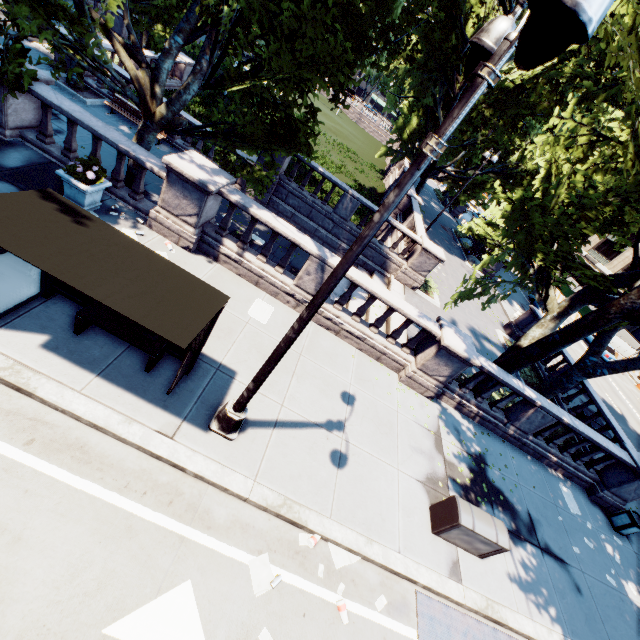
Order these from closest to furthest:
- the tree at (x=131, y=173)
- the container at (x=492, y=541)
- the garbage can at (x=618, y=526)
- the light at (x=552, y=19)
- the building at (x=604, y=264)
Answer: the light at (x=552, y=19)
the container at (x=492, y=541)
the tree at (x=131, y=173)
the garbage can at (x=618, y=526)
the building at (x=604, y=264)

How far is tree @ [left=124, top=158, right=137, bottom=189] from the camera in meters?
10.0 m

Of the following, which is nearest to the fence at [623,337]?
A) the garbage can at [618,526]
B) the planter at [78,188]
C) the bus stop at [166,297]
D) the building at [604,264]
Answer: the building at [604,264]

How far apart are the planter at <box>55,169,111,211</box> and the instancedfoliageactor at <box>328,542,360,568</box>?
9.7m

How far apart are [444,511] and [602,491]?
9.3m

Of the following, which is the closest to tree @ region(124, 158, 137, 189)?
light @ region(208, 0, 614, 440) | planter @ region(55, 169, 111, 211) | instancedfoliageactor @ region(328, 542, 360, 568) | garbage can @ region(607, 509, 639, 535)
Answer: planter @ region(55, 169, 111, 211)

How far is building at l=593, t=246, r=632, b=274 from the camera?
55.5 meters

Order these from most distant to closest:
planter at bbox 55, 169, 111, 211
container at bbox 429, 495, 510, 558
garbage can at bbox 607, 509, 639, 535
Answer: garbage can at bbox 607, 509, 639, 535 < planter at bbox 55, 169, 111, 211 < container at bbox 429, 495, 510, 558
